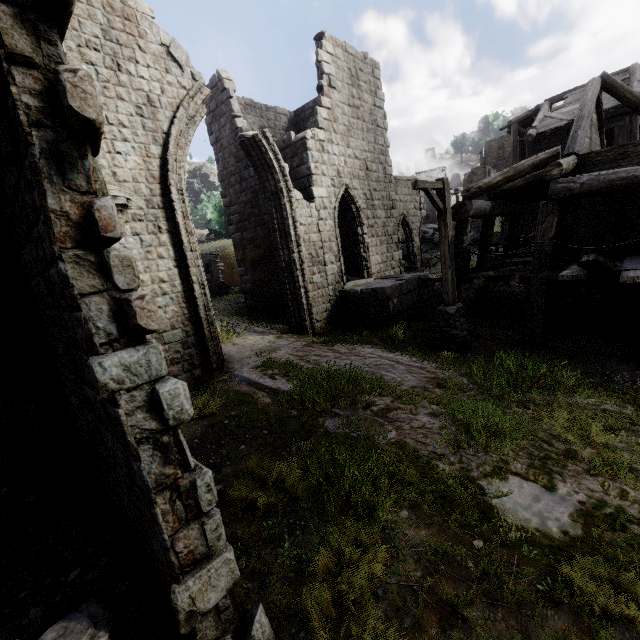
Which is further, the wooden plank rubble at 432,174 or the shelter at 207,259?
the wooden plank rubble at 432,174

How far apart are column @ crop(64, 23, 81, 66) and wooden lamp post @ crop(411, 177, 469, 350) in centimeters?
671cm

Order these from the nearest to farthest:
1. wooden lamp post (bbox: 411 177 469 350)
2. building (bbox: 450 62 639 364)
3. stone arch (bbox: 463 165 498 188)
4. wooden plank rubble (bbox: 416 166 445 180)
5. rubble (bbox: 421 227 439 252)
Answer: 1. building (bbox: 450 62 639 364)
2. wooden lamp post (bbox: 411 177 469 350)
3. rubble (bbox: 421 227 439 252)
4. stone arch (bbox: 463 165 498 188)
5. wooden plank rubble (bbox: 416 166 445 180)

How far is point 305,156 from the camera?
11.77m

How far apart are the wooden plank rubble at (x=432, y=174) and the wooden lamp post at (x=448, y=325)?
43.15m

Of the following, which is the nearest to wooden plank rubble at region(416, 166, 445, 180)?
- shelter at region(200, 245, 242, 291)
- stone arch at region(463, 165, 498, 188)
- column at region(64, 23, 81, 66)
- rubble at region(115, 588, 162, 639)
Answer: stone arch at region(463, 165, 498, 188)

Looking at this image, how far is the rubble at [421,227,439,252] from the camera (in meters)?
24.52

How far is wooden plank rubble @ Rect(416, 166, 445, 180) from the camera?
48.01m
